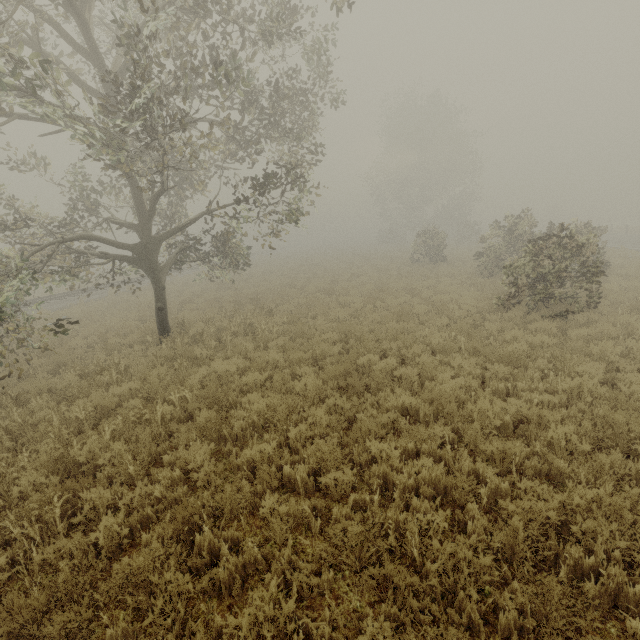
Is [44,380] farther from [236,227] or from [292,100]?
[292,100]

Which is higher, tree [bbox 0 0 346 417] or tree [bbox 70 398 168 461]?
tree [bbox 0 0 346 417]

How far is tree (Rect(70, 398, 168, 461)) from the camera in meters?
5.7 m

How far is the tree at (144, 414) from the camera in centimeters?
570cm

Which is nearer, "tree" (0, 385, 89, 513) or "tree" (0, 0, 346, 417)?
"tree" (0, 385, 89, 513)
